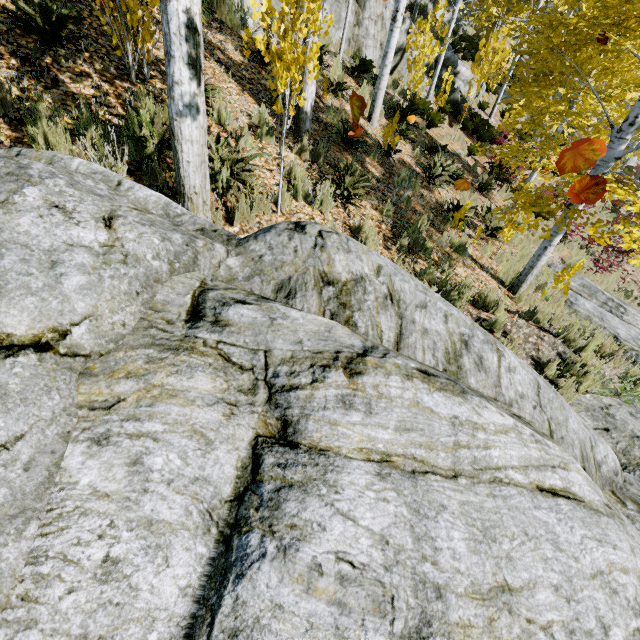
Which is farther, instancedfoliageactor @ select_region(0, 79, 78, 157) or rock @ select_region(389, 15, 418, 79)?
rock @ select_region(389, 15, 418, 79)

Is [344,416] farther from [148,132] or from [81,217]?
[148,132]

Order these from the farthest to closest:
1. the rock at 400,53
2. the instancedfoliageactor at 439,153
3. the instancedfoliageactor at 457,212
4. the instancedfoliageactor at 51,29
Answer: the rock at 400,53 < the instancedfoliageactor at 439,153 < the instancedfoliageactor at 457,212 < the instancedfoliageactor at 51,29

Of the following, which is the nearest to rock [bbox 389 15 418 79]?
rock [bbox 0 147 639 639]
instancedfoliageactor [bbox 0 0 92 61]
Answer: instancedfoliageactor [bbox 0 0 92 61]

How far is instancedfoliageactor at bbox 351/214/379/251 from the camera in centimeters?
436cm

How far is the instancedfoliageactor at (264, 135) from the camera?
4.99m

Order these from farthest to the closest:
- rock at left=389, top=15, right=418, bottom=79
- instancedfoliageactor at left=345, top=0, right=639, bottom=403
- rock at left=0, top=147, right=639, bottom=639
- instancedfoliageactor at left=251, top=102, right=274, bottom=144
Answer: rock at left=389, top=15, right=418, bottom=79
instancedfoliageactor at left=251, top=102, right=274, bottom=144
instancedfoliageactor at left=345, top=0, right=639, bottom=403
rock at left=0, top=147, right=639, bottom=639
